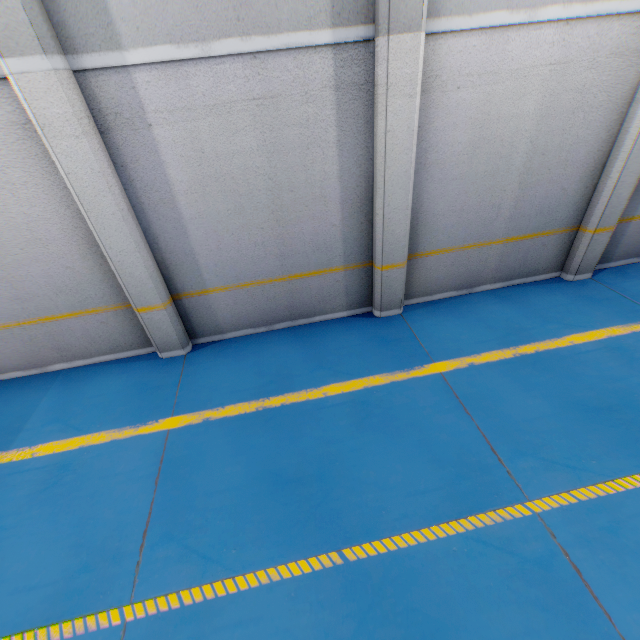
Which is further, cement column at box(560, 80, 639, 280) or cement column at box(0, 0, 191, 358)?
cement column at box(560, 80, 639, 280)

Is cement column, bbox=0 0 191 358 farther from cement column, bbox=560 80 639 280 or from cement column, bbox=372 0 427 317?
cement column, bbox=560 80 639 280

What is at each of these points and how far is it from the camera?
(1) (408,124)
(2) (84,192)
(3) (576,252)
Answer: (1) cement column, 4.2m
(2) cement column, 4.0m
(3) cement column, 6.1m

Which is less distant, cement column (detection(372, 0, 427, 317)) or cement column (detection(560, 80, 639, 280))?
cement column (detection(372, 0, 427, 317))

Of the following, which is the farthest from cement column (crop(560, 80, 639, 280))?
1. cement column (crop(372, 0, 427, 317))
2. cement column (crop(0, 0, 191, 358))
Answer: cement column (crop(0, 0, 191, 358))

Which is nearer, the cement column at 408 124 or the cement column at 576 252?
the cement column at 408 124

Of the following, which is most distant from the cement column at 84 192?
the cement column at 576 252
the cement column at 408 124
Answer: the cement column at 576 252
